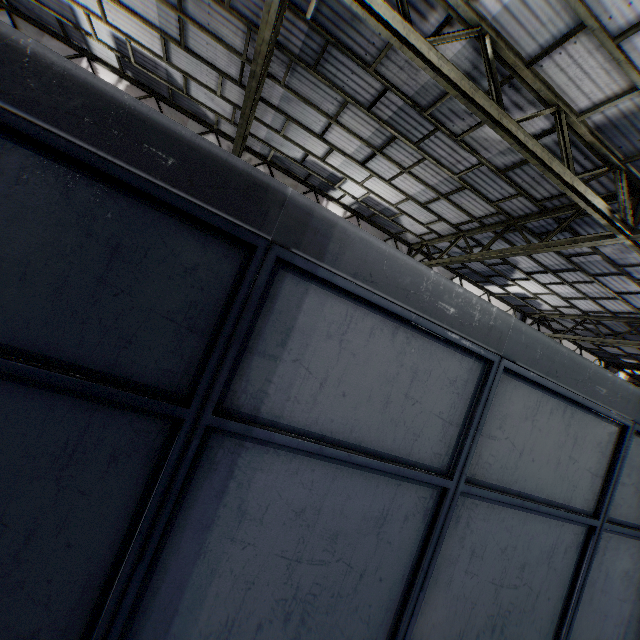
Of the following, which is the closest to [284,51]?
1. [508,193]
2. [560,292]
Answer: [508,193]
